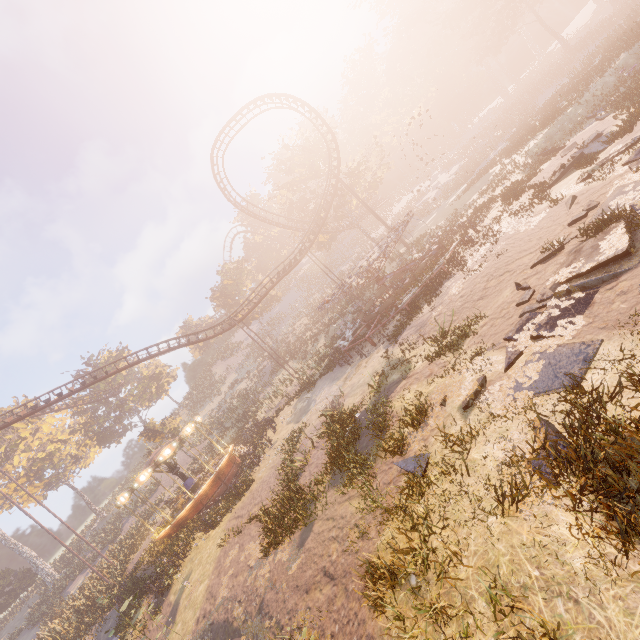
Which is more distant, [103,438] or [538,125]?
[103,438]

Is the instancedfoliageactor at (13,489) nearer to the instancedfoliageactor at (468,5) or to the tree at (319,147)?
the tree at (319,147)

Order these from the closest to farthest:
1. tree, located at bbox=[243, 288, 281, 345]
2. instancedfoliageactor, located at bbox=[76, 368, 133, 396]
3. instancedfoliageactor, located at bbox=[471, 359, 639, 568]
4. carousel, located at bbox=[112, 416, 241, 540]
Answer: instancedfoliageactor, located at bbox=[471, 359, 639, 568] → carousel, located at bbox=[112, 416, 241, 540] → instancedfoliageactor, located at bbox=[76, 368, 133, 396] → tree, located at bbox=[243, 288, 281, 345]

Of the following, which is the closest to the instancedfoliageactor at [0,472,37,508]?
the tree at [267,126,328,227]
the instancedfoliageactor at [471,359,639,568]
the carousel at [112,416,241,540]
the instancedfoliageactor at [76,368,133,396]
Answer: the carousel at [112,416,241,540]

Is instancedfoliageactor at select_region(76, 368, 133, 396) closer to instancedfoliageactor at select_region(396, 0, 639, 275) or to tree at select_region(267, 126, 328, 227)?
tree at select_region(267, 126, 328, 227)

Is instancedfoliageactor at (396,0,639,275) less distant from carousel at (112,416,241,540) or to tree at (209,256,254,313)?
tree at (209,256,254,313)

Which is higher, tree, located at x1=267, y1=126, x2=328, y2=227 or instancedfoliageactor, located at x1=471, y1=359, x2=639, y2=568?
tree, located at x1=267, y1=126, x2=328, y2=227

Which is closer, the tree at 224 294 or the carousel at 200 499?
the carousel at 200 499
